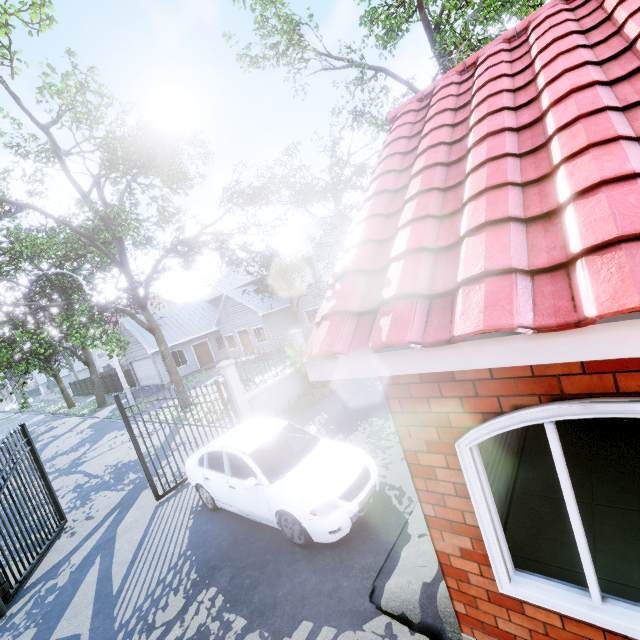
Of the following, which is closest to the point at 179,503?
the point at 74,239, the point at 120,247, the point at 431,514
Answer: the point at 431,514

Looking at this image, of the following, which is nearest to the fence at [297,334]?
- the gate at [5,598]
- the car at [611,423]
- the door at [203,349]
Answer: the gate at [5,598]

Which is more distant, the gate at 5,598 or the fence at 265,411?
the fence at 265,411

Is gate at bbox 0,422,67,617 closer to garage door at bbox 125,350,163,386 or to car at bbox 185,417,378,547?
car at bbox 185,417,378,547

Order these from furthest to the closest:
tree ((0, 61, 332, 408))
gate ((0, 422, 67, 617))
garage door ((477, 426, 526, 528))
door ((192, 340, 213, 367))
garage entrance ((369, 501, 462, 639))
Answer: door ((192, 340, 213, 367)), tree ((0, 61, 332, 408)), gate ((0, 422, 67, 617)), garage door ((477, 426, 526, 528)), garage entrance ((369, 501, 462, 639))

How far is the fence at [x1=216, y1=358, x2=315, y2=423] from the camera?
10.01m

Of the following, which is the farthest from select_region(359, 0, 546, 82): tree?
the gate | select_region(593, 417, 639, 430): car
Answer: select_region(593, 417, 639, 430): car

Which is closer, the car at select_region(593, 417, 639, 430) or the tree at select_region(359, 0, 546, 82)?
the car at select_region(593, 417, 639, 430)
